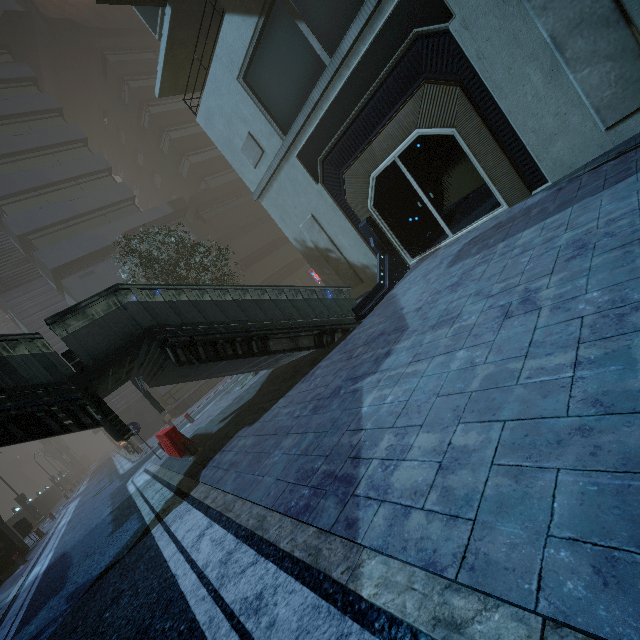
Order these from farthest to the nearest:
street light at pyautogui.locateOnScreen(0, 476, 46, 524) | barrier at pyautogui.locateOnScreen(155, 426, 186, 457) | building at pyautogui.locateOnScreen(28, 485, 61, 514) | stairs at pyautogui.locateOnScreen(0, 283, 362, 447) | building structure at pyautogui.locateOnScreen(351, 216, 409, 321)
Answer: building at pyautogui.locateOnScreen(28, 485, 61, 514) < street light at pyautogui.locateOnScreen(0, 476, 46, 524) < barrier at pyautogui.locateOnScreen(155, 426, 186, 457) < building structure at pyautogui.locateOnScreen(351, 216, 409, 321) < stairs at pyautogui.locateOnScreen(0, 283, 362, 447)

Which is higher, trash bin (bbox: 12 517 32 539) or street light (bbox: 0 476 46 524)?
trash bin (bbox: 12 517 32 539)

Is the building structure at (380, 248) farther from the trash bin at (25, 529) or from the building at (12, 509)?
the trash bin at (25, 529)

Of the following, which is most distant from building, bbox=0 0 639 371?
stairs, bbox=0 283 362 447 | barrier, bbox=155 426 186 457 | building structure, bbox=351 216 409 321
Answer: barrier, bbox=155 426 186 457

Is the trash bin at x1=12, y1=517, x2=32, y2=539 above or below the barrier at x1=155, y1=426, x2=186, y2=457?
above

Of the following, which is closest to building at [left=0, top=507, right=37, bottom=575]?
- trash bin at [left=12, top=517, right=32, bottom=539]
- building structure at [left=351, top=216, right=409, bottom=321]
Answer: building structure at [left=351, top=216, right=409, bottom=321]

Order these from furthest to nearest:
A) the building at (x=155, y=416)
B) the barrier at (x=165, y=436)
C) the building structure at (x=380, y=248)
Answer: the building at (x=155, y=416) → the barrier at (x=165, y=436) → the building structure at (x=380, y=248)

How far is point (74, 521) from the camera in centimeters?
1441cm
